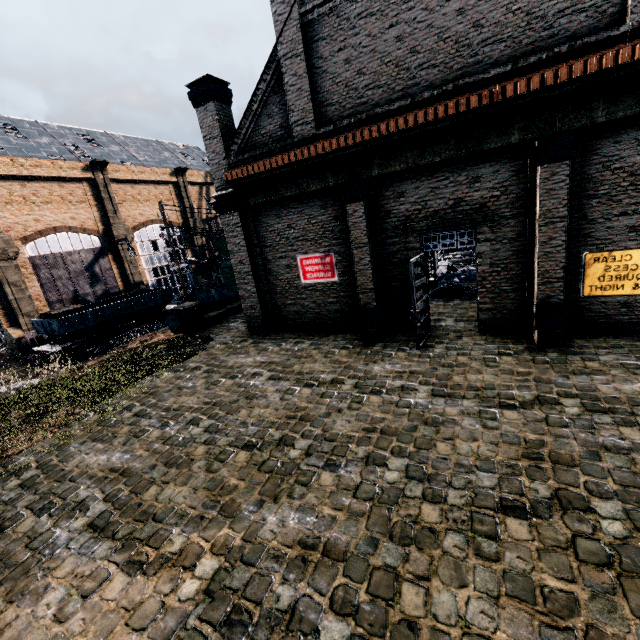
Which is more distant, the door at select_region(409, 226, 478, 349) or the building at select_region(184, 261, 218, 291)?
the building at select_region(184, 261, 218, 291)

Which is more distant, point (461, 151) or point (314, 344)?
point (314, 344)

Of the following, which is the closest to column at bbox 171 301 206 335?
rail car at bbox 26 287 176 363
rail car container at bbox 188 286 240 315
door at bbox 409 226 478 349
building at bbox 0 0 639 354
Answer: rail car container at bbox 188 286 240 315

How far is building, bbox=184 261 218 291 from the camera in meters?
50.8

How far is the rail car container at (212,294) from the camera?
21.2m

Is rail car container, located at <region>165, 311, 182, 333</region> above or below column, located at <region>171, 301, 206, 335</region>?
below

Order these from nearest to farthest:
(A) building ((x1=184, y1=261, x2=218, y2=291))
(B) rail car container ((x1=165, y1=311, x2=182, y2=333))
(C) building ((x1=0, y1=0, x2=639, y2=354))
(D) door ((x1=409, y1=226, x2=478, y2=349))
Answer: (C) building ((x1=0, y1=0, x2=639, y2=354)) < (D) door ((x1=409, y1=226, x2=478, y2=349)) < (B) rail car container ((x1=165, y1=311, x2=182, y2=333)) < (A) building ((x1=184, y1=261, x2=218, y2=291))

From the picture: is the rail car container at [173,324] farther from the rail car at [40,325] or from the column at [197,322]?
the rail car at [40,325]
